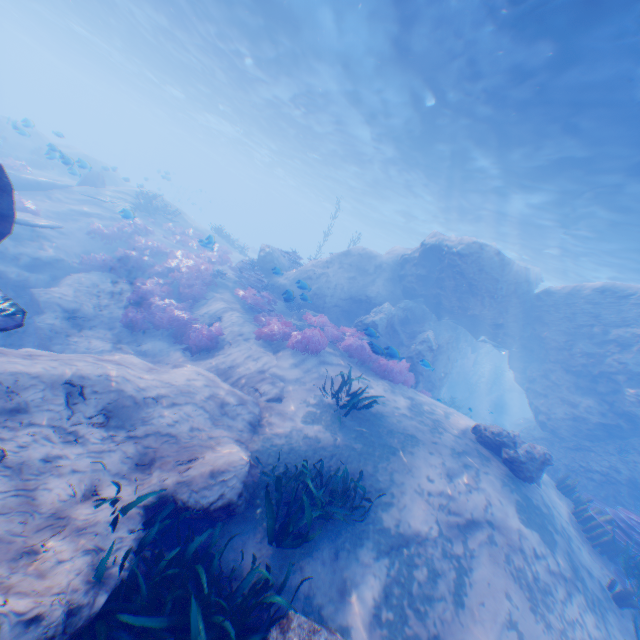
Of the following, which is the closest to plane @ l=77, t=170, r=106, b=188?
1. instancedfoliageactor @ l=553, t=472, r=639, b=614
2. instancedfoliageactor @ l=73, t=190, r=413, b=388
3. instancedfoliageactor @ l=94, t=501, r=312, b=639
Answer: instancedfoliageactor @ l=553, t=472, r=639, b=614

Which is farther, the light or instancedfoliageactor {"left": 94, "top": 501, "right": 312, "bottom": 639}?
the light

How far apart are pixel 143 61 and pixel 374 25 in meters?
29.0 m

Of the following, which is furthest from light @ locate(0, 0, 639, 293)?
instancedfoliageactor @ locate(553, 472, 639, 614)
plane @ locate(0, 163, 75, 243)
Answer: plane @ locate(0, 163, 75, 243)

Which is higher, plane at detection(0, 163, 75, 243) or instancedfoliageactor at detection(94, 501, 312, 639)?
plane at detection(0, 163, 75, 243)

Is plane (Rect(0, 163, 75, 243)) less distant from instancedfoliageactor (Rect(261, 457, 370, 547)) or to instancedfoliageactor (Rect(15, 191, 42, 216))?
instancedfoliageactor (Rect(15, 191, 42, 216))

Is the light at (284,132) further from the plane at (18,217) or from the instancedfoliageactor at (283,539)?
the instancedfoliageactor at (283,539)

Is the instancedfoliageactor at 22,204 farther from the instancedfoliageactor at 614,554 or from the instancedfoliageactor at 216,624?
the instancedfoliageactor at 216,624
